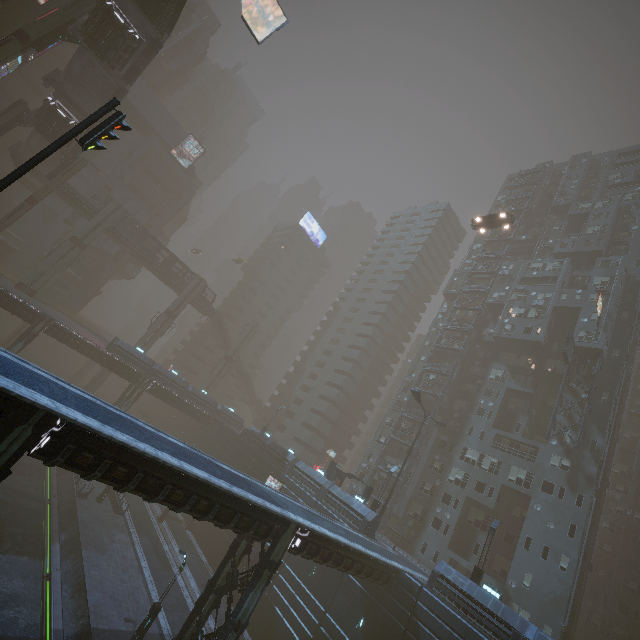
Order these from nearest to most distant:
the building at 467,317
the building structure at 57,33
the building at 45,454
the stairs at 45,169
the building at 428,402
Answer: the building at 45,454, the building structure at 57,33, the stairs at 45,169, the building at 428,402, the building at 467,317

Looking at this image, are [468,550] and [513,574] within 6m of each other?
yes

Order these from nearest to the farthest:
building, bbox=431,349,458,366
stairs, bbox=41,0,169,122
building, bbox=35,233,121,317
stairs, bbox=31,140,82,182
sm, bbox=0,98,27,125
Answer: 1. stairs, bbox=41,0,169,122
2. sm, bbox=0,98,27,125
3. stairs, bbox=31,140,82,182
4. building, bbox=431,349,458,366
5. building, bbox=35,233,121,317

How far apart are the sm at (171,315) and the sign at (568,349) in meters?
54.1

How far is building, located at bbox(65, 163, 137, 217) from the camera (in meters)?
58.00

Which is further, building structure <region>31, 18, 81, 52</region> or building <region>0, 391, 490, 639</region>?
building structure <region>31, 18, 81, 52</region>

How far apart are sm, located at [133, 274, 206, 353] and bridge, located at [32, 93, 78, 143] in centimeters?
2333cm
